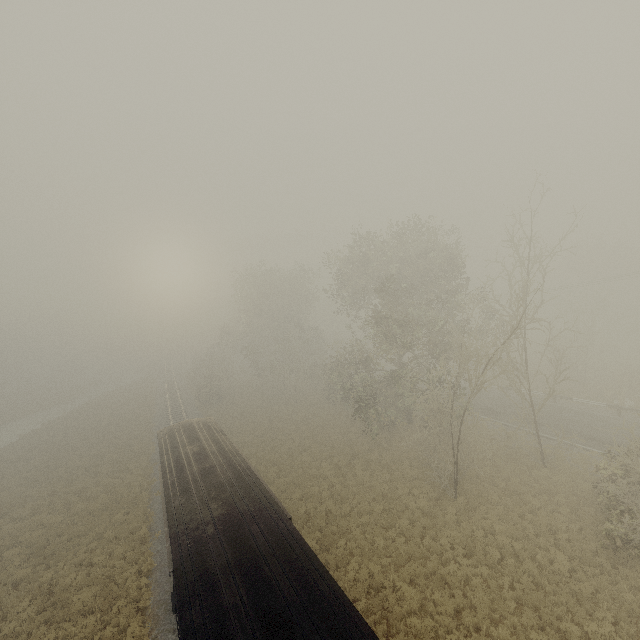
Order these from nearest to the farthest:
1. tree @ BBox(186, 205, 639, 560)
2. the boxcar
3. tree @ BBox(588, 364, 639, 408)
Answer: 1. the boxcar
2. tree @ BBox(186, 205, 639, 560)
3. tree @ BBox(588, 364, 639, 408)

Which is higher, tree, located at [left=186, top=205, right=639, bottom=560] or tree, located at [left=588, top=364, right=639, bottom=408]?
tree, located at [left=186, top=205, right=639, bottom=560]

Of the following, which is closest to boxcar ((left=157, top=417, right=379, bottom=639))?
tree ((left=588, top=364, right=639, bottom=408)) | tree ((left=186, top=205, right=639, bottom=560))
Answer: tree ((left=186, top=205, right=639, bottom=560))

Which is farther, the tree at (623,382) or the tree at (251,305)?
the tree at (623,382)

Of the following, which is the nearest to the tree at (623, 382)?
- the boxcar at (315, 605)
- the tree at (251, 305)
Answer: the tree at (251, 305)

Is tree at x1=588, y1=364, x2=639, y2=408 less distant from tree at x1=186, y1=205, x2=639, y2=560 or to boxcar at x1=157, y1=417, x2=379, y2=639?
tree at x1=186, y1=205, x2=639, y2=560

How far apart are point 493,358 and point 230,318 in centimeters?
4058cm
